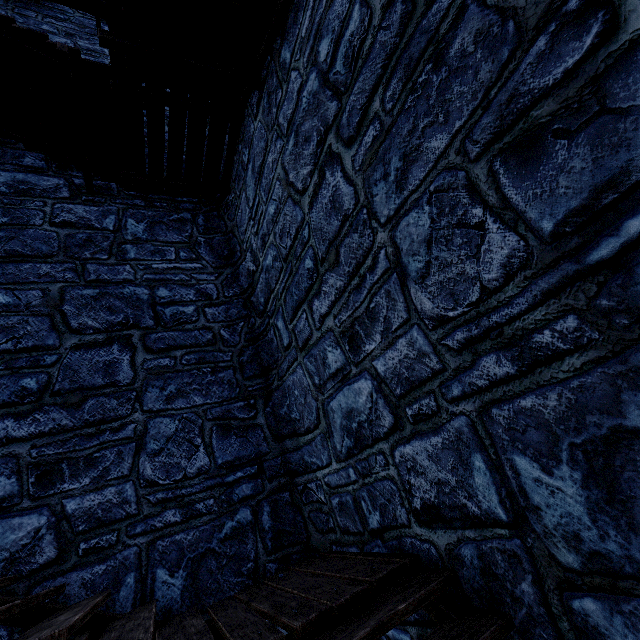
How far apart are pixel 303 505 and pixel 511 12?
4.6m
